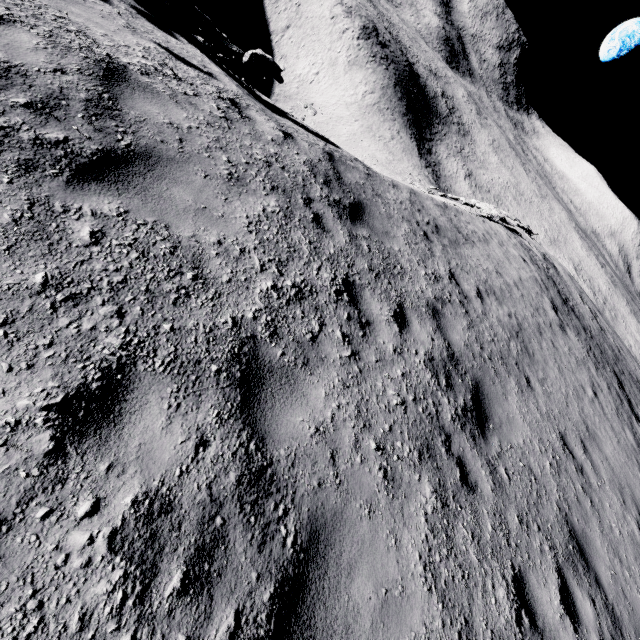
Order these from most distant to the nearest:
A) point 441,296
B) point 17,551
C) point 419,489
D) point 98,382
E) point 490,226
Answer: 1. point 490,226
2. point 441,296
3. point 419,489
4. point 98,382
5. point 17,551
